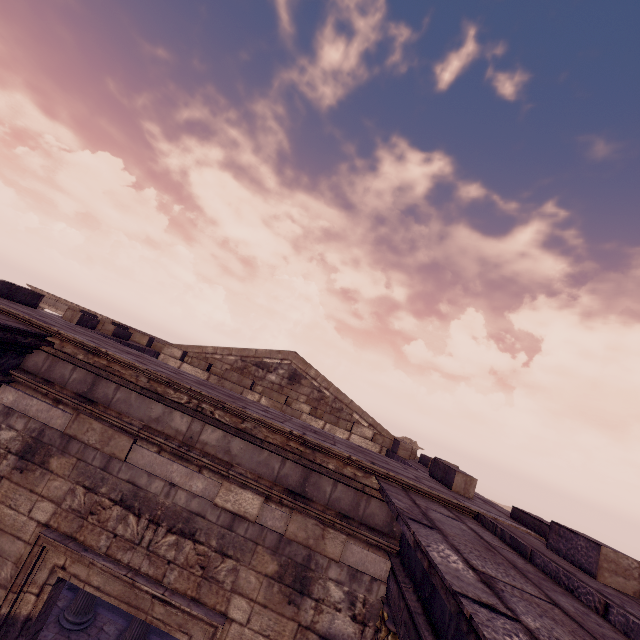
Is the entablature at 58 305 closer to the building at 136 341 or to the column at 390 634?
the building at 136 341

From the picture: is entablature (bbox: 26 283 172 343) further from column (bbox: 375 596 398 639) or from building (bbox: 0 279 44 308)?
column (bbox: 375 596 398 639)

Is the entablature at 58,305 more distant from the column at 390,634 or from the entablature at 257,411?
the column at 390,634

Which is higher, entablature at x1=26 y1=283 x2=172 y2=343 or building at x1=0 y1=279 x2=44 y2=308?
building at x1=0 y1=279 x2=44 y2=308

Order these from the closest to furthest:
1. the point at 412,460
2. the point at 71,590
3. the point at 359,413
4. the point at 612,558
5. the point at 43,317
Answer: the point at 612,558
the point at 43,317
the point at 412,460
the point at 71,590
the point at 359,413

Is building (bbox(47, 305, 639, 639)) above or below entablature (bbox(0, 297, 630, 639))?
above

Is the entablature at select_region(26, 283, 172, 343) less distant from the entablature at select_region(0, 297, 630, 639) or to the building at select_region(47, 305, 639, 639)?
the building at select_region(47, 305, 639, 639)
